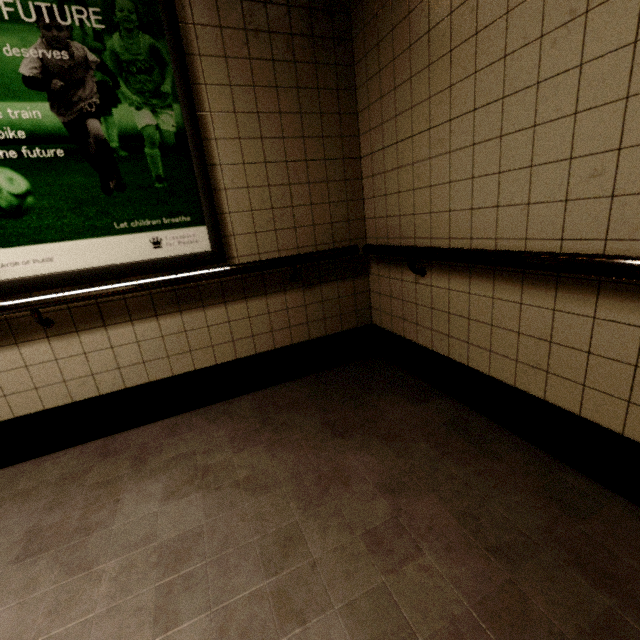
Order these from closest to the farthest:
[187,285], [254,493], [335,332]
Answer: [254,493] → [187,285] → [335,332]
